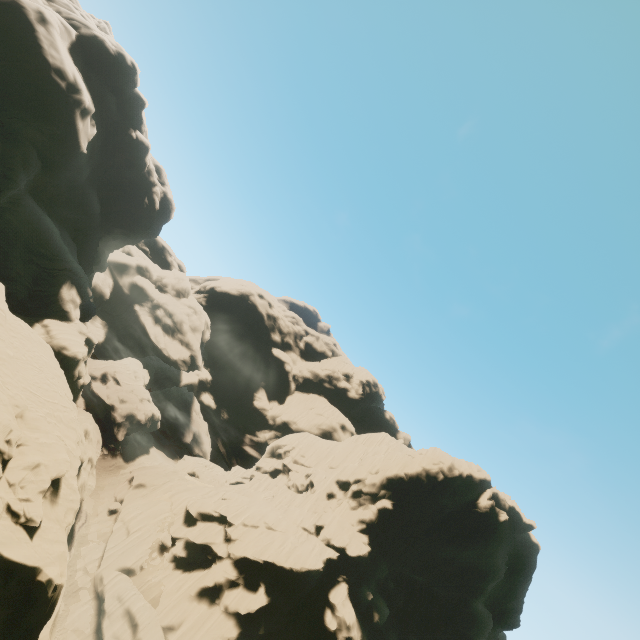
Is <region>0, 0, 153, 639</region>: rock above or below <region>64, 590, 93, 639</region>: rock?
above

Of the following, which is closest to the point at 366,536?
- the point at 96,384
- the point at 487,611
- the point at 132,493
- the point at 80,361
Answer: the point at 487,611

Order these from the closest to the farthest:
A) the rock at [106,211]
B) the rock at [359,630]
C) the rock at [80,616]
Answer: the rock at [106,211]
the rock at [80,616]
the rock at [359,630]

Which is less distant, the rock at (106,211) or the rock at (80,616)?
the rock at (106,211)

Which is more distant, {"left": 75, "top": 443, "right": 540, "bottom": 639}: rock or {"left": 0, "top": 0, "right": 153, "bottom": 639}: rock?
{"left": 75, "top": 443, "right": 540, "bottom": 639}: rock
